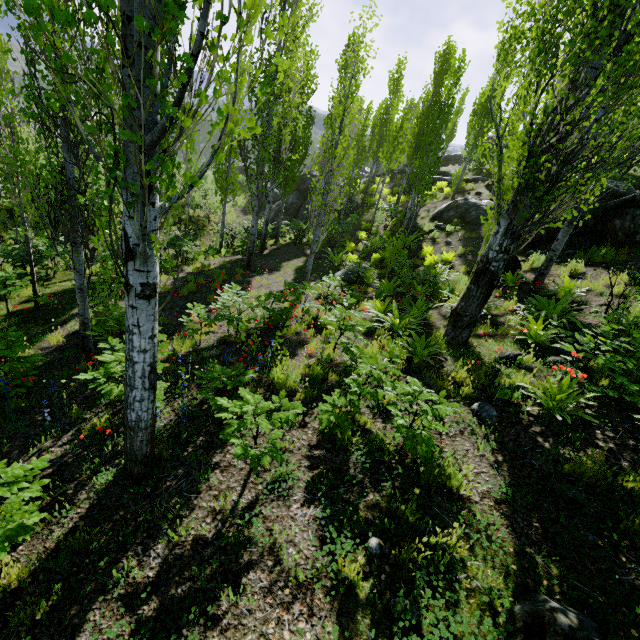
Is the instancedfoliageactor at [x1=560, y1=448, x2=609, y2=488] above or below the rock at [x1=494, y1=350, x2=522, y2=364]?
above

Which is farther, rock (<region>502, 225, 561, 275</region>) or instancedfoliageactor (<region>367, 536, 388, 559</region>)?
rock (<region>502, 225, 561, 275</region>)

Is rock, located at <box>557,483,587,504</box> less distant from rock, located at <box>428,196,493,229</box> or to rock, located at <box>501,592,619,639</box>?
rock, located at <box>501,592,619,639</box>

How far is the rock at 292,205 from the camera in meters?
26.8 m

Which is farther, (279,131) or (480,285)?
(279,131)

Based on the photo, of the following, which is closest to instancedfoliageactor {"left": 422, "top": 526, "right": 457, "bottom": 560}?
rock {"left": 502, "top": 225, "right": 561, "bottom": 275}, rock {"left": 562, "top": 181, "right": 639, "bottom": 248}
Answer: rock {"left": 502, "top": 225, "right": 561, "bottom": 275}

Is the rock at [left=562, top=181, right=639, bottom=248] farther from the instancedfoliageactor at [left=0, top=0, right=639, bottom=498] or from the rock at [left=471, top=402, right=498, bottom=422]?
the rock at [left=471, top=402, right=498, bottom=422]

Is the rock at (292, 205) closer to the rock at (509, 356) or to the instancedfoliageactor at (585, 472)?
the instancedfoliageactor at (585, 472)
